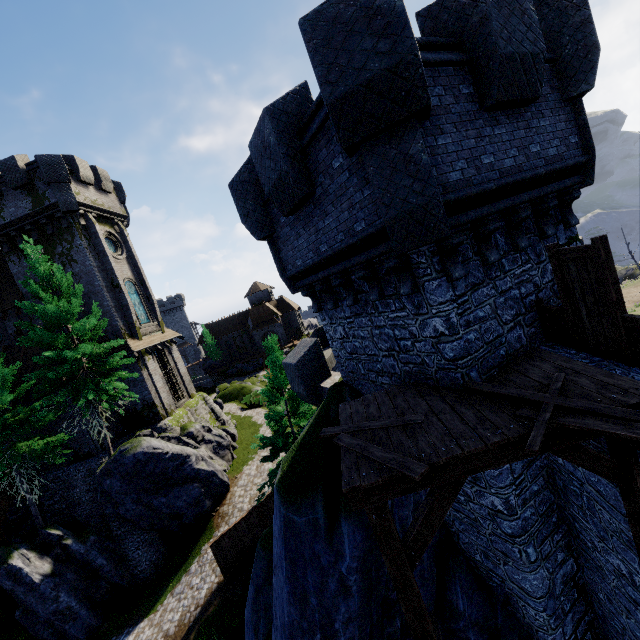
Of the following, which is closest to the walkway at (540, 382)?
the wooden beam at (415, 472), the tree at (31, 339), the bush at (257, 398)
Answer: the wooden beam at (415, 472)

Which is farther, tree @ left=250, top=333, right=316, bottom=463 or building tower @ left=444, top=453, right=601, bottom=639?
tree @ left=250, top=333, right=316, bottom=463

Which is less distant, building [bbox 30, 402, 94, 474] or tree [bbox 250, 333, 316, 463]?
tree [bbox 250, 333, 316, 463]

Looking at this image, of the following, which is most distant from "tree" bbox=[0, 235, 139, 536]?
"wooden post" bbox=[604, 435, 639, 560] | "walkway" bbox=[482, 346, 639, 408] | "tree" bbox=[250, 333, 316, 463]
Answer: "wooden post" bbox=[604, 435, 639, 560]

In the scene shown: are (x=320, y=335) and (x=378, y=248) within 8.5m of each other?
no

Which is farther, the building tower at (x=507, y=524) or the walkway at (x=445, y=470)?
the building tower at (x=507, y=524)

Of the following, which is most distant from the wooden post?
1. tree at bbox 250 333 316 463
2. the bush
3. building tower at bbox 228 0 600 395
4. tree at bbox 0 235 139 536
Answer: the bush

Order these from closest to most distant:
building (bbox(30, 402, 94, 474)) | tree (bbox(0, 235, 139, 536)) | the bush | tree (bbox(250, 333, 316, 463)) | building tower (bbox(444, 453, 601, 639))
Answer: building tower (bbox(444, 453, 601, 639)) → tree (bbox(0, 235, 139, 536)) → tree (bbox(250, 333, 316, 463)) → building (bbox(30, 402, 94, 474)) → the bush
